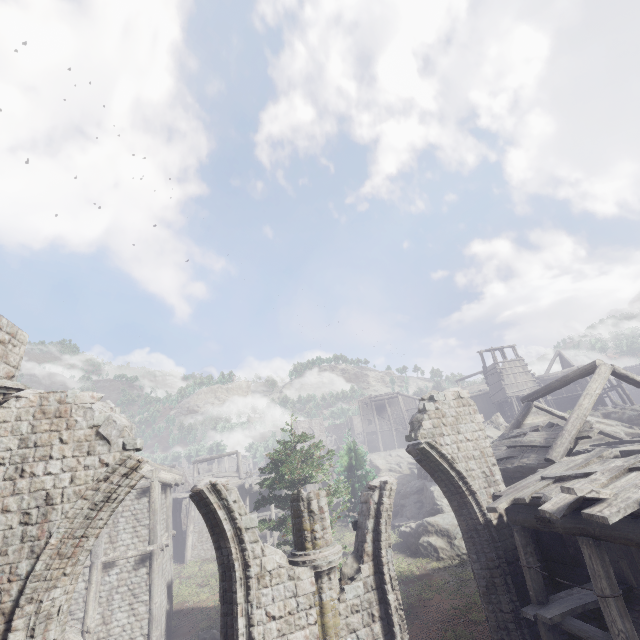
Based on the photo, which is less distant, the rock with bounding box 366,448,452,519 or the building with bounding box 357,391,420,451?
the rock with bounding box 366,448,452,519

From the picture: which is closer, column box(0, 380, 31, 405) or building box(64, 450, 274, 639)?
column box(0, 380, 31, 405)

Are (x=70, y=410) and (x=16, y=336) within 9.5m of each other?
yes

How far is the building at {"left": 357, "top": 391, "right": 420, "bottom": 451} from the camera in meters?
51.5

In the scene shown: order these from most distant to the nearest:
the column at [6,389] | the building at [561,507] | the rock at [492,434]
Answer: the rock at [492,434]
the column at [6,389]
the building at [561,507]

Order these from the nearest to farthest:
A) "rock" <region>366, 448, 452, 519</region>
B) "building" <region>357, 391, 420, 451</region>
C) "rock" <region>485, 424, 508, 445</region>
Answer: "rock" <region>366, 448, 452, 519</region> → "rock" <region>485, 424, 508, 445</region> → "building" <region>357, 391, 420, 451</region>

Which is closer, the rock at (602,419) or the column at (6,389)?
the column at (6,389)

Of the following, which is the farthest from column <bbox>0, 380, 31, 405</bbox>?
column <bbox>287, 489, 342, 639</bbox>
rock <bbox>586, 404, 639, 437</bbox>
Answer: rock <bbox>586, 404, 639, 437</bbox>
